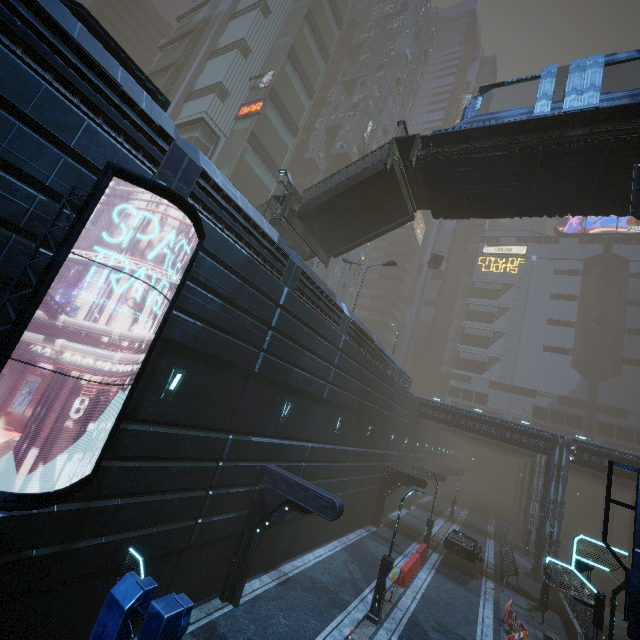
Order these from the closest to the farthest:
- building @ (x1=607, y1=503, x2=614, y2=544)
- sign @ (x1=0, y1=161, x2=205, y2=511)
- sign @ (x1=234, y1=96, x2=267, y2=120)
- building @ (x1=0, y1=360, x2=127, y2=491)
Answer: sign @ (x1=0, y1=161, x2=205, y2=511) < building @ (x1=0, y1=360, x2=127, y2=491) < sign @ (x1=234, y1=96, x2=267, y2=120) < building @ (x1=607, y1=503, x2=614, y2=544)

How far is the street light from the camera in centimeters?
1380cm

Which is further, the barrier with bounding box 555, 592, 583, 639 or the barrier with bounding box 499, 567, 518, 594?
the barrier with bounding box 499, 567, 518, 594

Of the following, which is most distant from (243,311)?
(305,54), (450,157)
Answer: (305,54)

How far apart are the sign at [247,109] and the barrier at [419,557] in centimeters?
3801cm

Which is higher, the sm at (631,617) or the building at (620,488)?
the building at (620,488)

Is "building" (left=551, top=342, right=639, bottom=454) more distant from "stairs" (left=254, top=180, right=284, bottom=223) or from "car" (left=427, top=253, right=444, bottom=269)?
"car" (left=427, top=253, right=444, bottom=269)

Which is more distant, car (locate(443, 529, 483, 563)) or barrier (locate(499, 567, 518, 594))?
barrier (locate(499, 567, 518, 594))
